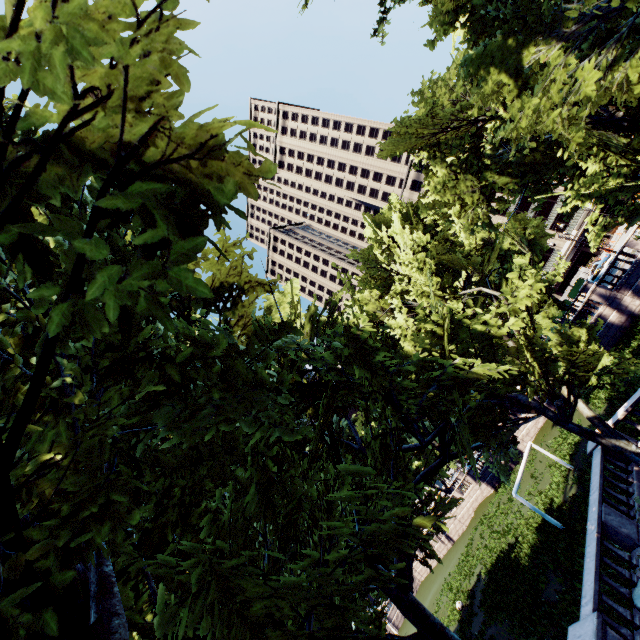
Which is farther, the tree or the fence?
the fence

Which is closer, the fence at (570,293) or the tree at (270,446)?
the tree at (270,446)

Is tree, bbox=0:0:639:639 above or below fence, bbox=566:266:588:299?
above

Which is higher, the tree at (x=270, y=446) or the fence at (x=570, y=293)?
the tree at (x=270, y=446)

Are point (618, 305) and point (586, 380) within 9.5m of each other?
no

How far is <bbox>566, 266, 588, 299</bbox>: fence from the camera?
53.0m
